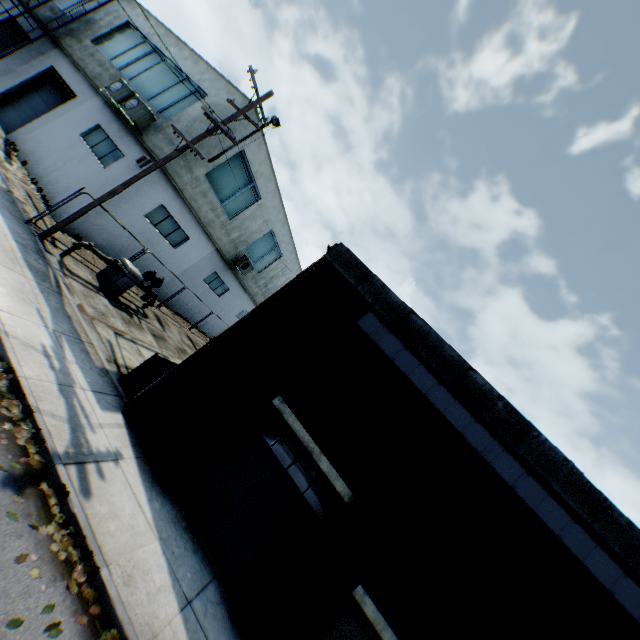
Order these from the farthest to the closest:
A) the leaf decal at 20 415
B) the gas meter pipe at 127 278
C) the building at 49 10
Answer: the building at 49 10, the gas meter pipe at 127 278, the leaf decal at 20 415

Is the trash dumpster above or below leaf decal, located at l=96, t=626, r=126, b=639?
above

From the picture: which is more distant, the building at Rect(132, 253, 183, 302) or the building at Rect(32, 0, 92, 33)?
the building at Rect(32, 0, 92, 33)

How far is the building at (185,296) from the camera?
21.11m

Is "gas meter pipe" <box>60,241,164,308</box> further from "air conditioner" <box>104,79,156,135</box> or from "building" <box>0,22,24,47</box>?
"air conditioner" <box>104,79,156,135</box>

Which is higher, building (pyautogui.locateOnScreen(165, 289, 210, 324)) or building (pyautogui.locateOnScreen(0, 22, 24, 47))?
building (pyautogui.locateOnScreen(0, 22, 24, 47))

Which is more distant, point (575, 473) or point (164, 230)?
point (164, 230)

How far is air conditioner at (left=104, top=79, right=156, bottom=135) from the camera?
14.0m
